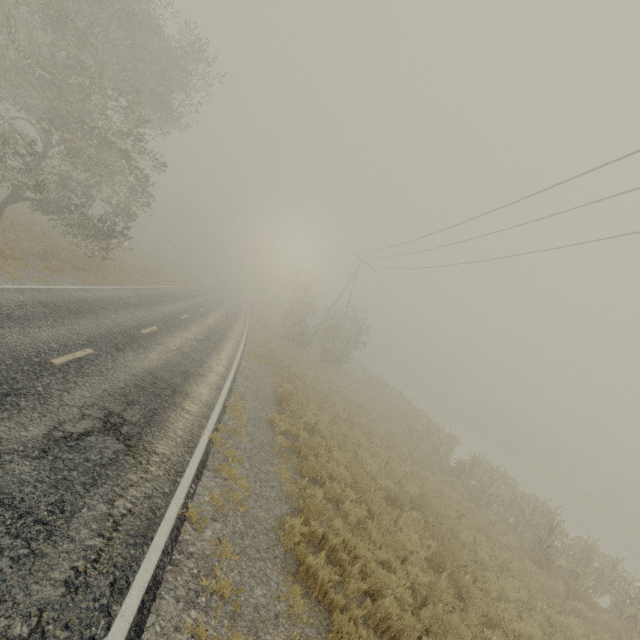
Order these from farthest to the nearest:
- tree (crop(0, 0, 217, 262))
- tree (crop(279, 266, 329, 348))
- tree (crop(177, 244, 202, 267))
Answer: tree (crop(177, 244, 202, 267)), tree (crop(279, 266, 329, 348)), tree (crop(0, 0, 217, 262))

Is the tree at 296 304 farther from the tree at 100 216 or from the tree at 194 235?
the tree at 194 235

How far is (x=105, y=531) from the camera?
4.1m

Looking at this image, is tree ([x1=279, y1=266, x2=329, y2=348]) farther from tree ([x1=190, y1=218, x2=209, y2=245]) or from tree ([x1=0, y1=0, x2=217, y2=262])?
tree ([x1=190, y1=218, x2=209, y2=245])

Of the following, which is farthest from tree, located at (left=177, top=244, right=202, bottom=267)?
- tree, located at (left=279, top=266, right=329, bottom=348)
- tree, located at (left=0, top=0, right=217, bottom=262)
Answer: tree, located at (left=0, top=0, right=217, bottom=262)
